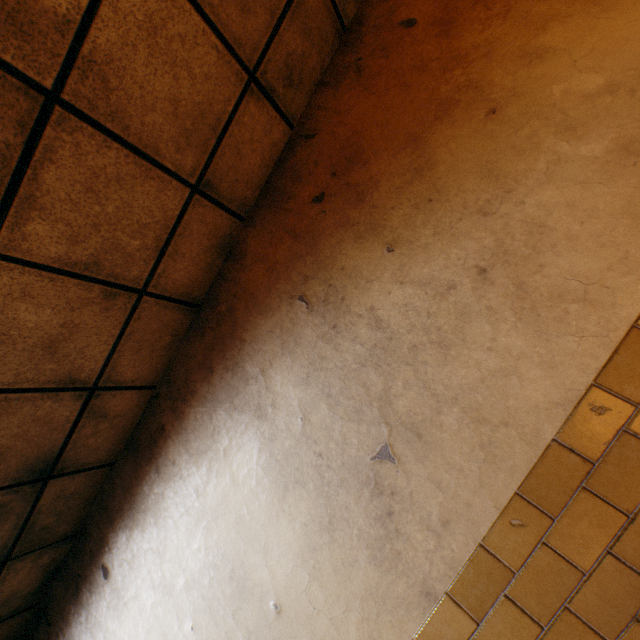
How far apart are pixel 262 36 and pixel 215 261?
1.25m
